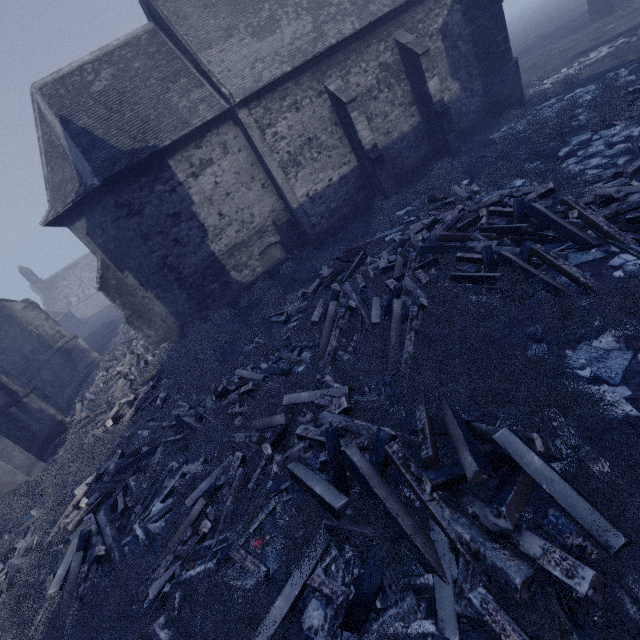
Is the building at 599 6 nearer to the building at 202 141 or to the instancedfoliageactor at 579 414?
the building at 202 141

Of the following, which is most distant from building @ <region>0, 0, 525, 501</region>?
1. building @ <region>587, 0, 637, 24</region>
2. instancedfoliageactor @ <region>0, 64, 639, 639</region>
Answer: building @ <region>587, 0, 637, 24</region>

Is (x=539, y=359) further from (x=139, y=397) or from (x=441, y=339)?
(x=139, y=397)

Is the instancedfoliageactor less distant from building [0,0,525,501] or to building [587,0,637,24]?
building [0,0,525,501]

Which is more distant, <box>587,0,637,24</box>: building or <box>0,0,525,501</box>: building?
<box>587,0,637,24</box>: building

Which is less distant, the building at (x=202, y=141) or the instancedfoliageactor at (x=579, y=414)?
the instancedfoliageactor at (x=579, y=414)

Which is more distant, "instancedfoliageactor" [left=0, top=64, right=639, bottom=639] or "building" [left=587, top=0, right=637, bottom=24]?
"building" [left=587, top=0, right=637, bottom=24]

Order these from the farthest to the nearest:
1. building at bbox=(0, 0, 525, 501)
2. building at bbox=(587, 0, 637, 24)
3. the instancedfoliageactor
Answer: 1. building at bbox=(587, 0, 637, 24)
2. building at bbox=(0, 0, 525, 501)
3. the instancedfoliageactor
